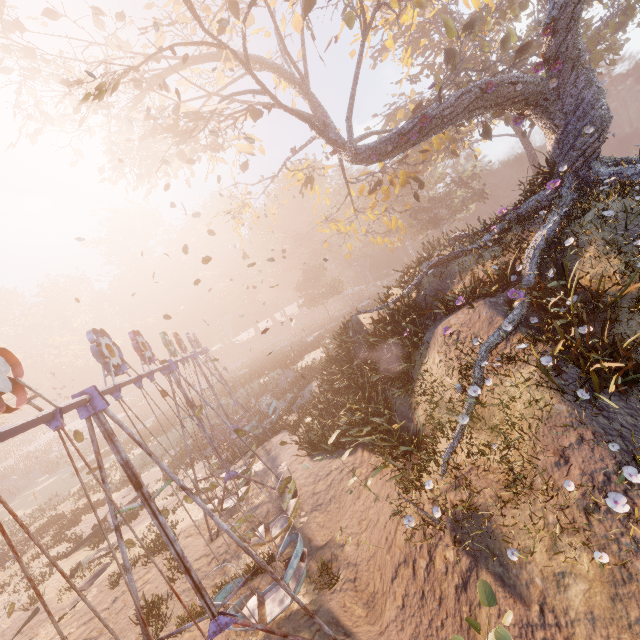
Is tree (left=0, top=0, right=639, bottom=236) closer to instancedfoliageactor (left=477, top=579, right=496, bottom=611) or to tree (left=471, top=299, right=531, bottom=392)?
tree (left=471, top=299, right=531, bottom=392)

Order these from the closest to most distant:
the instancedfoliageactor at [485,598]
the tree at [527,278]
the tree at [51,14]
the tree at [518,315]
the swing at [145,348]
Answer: the instancedfoliageactor at [485,598], the swing at [145,348], the tree at [518,315], the tree at [527,278], the tree at [51,14]

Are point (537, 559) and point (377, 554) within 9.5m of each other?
yes

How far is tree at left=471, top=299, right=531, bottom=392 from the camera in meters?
7.8 m

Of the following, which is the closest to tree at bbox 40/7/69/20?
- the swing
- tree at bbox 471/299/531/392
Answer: tree at bbox 471/299/531/392

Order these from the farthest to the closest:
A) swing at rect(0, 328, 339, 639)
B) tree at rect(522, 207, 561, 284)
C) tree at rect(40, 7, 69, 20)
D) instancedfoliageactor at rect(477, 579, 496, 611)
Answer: tree at rect(40, 7, 69, 20) → tree at rect(522, 207, 561, 284) → swing at rect(0, 328, 339, 639) → instancedfoliageactor at rect(477, 579, 496, 611)

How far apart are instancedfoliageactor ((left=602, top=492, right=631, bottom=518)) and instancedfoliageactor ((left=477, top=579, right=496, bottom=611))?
3.2 meters

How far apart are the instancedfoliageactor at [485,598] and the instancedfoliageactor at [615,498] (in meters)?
3.19
